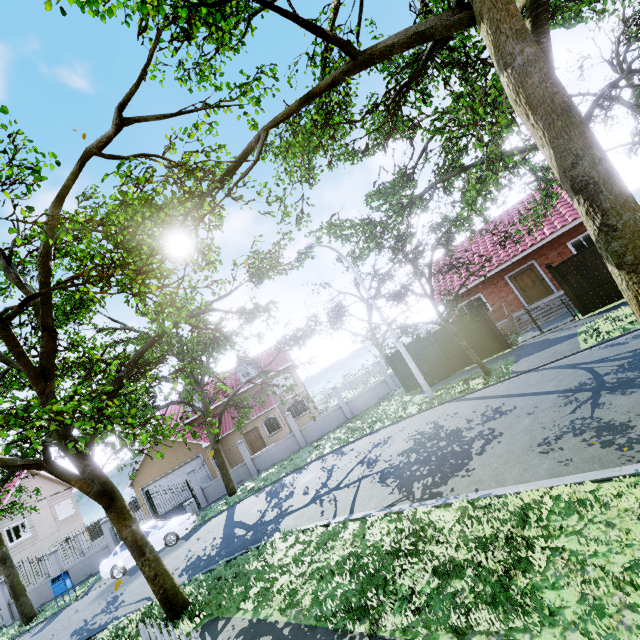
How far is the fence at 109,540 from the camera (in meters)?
19.56

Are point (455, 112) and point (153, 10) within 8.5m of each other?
yes

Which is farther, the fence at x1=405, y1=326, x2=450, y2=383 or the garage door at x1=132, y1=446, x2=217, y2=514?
the garage door at x1=132, y1=446, x2=217, y2=514

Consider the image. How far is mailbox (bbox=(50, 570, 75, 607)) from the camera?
16.2m

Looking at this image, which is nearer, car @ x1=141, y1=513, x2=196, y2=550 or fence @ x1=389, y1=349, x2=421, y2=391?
car @ x1=141, y1=513, x2=196, y2=550

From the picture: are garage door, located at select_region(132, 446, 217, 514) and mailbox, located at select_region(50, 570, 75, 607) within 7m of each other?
no

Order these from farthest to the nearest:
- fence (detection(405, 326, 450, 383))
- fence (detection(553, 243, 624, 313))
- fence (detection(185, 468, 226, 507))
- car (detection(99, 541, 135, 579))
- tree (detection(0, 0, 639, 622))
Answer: fence (detection(185, 468, 226, 507)), fence (detection(405, 326, 450, 383)), car (detection(99, 541, 135, 579)), fence (detection(553, 243, 624, 313)), tree (detection(0, 0, 639, 622))

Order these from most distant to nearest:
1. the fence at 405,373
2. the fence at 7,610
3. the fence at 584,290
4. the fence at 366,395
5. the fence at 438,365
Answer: the fence at 366,395 < the fence at 7,610 < the fence at 405,373 < the fence at 438,365 < the fence at 584,290
